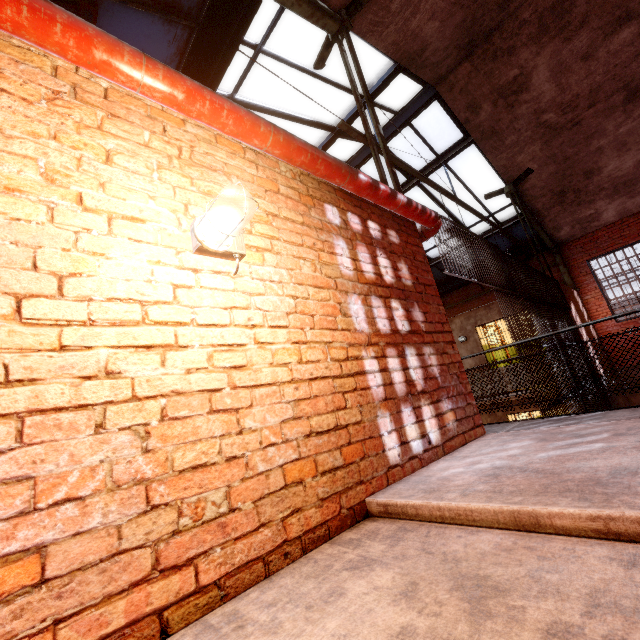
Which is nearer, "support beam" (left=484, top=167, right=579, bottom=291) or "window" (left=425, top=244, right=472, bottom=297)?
"support beam" (left=484, top=167, right=579, bottom=291)

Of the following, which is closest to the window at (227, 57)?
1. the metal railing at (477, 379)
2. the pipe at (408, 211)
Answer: the pipe at (408, 211)

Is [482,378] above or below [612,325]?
below

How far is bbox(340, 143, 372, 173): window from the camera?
9.8m

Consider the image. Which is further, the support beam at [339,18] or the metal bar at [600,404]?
the metal bar at [600,404]

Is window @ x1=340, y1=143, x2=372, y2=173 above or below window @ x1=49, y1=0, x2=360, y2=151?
above

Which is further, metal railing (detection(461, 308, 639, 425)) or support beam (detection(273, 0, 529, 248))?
support beam (detection(273, 0, 529, 248))
